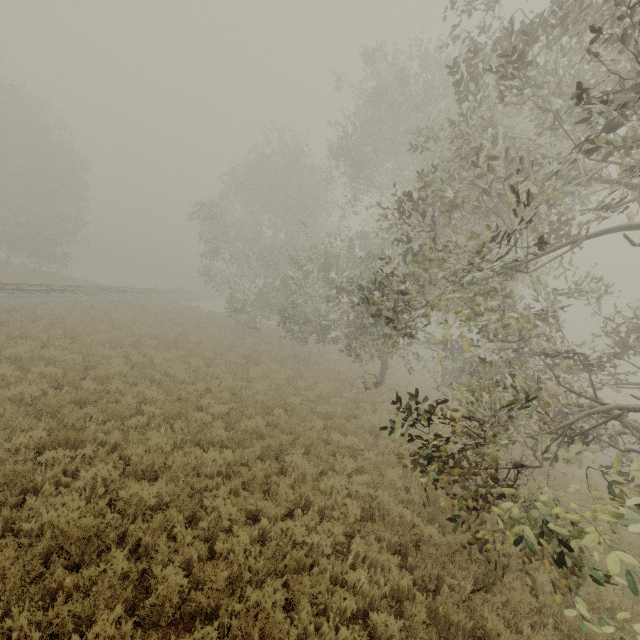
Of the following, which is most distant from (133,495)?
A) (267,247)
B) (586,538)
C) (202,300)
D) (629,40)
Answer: (202,300)
